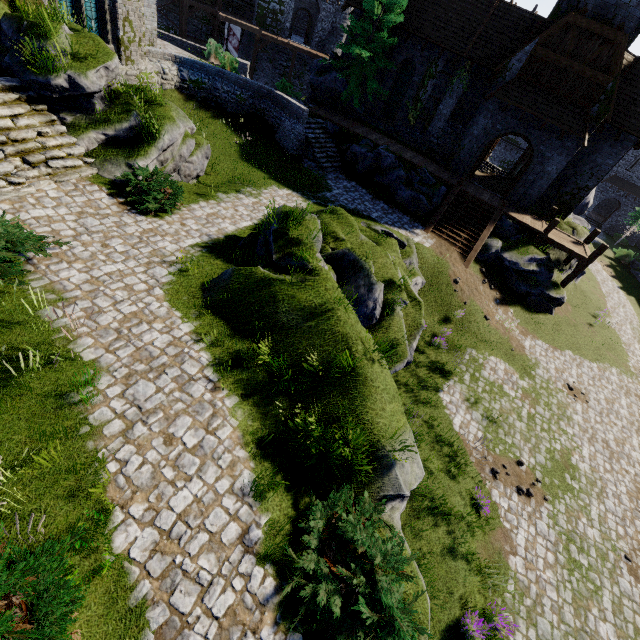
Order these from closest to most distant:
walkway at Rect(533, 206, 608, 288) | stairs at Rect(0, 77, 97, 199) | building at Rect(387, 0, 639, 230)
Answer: stairs at Rect(0, 77, 97, 199) → building at Rect(387, 0, 639, 230) → walkway at Rect(533, 206, 608, 288)

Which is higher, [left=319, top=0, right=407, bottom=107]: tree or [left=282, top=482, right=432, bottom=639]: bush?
[left=319, top=0, right=407, bottom=107]: tree

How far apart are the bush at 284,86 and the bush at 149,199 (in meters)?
18.36

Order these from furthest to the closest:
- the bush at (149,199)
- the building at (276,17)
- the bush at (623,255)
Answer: the bush at (623,255), the building at (276,17), the bush at (149,199)

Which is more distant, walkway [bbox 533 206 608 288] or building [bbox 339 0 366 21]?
building [bbox 339 0 366 21]

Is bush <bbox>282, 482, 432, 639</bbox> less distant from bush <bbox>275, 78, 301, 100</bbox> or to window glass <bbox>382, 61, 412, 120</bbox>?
window glass <bbox>382, 61, 412, 120</bbox>

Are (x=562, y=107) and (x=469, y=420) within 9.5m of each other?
no

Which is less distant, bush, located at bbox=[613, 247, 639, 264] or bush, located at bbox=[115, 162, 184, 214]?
bush, located at bbox=[115, 162, 184, 214]
